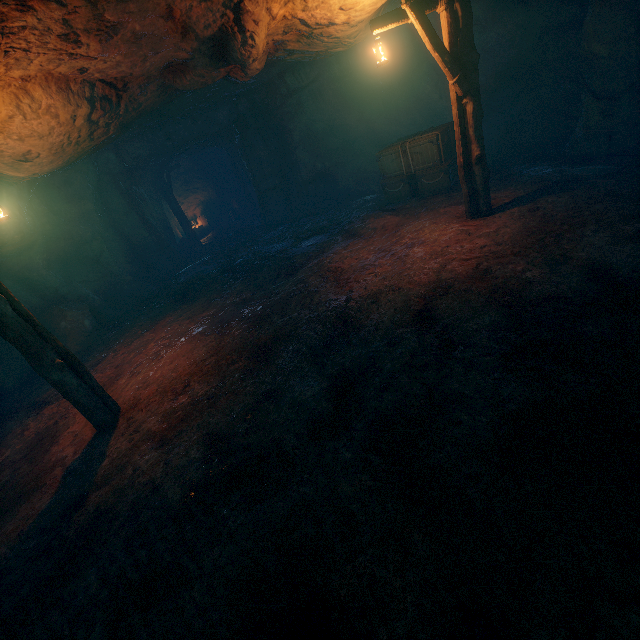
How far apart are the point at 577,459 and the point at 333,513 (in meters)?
2.12

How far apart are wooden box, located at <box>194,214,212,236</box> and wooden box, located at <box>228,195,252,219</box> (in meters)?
1.57

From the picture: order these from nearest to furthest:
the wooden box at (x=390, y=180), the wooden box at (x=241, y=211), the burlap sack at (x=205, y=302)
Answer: the burlap sack at (x=205, y=302)
the wooden box at (x=390, y=180)
the wooden box at (x=241, y=211)

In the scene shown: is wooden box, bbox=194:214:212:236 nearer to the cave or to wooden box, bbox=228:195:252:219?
the cave

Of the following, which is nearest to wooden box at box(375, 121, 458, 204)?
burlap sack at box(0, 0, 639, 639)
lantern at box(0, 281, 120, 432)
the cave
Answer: burlap sack at box(0, 0, 639, 639)

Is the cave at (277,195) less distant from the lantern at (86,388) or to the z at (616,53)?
the lantern at (86,388)

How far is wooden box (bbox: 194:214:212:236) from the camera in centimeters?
2194cm

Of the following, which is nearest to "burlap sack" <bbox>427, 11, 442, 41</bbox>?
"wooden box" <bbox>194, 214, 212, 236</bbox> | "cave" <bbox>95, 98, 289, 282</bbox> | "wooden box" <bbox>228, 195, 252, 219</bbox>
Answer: "cave" <bbox>95, 98, 289, 282</bbox>
